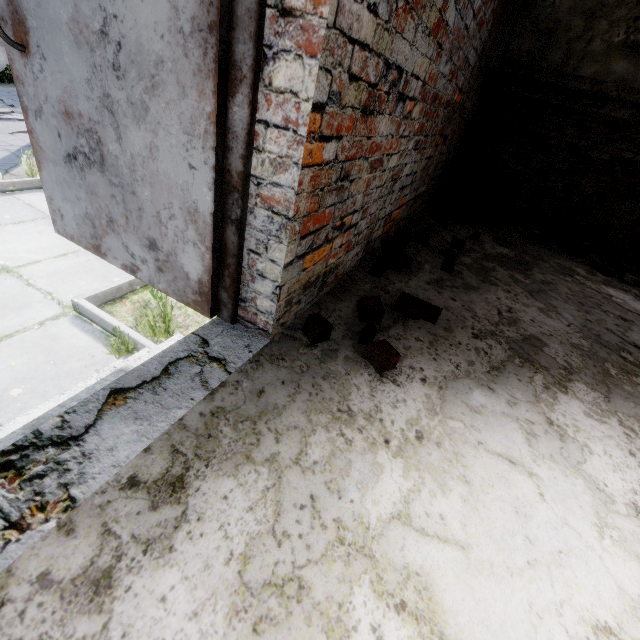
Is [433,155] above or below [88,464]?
above

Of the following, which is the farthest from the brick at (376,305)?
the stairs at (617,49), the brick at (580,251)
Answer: the brick at (580,251)

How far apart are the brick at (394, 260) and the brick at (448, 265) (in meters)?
0.36

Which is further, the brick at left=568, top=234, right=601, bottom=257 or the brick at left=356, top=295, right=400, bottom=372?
the brick at left=568, top=234, right=601, bottom=257

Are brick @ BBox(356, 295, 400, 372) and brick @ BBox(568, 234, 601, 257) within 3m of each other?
no

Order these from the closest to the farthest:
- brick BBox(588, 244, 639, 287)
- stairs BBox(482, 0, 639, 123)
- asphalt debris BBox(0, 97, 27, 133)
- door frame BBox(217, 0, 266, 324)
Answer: door frame BBox(217, 0, 266, 324) → stairs BBox(482, 0, 639, 123) → brick BBox(588, 244, 639, 287) → asphalt debris BBox(0, 97, 27, 133)

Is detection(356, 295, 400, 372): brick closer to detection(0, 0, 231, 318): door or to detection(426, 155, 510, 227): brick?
detection(0, 0, 231, 318): door

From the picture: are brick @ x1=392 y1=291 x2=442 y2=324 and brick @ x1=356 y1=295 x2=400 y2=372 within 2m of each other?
yes
